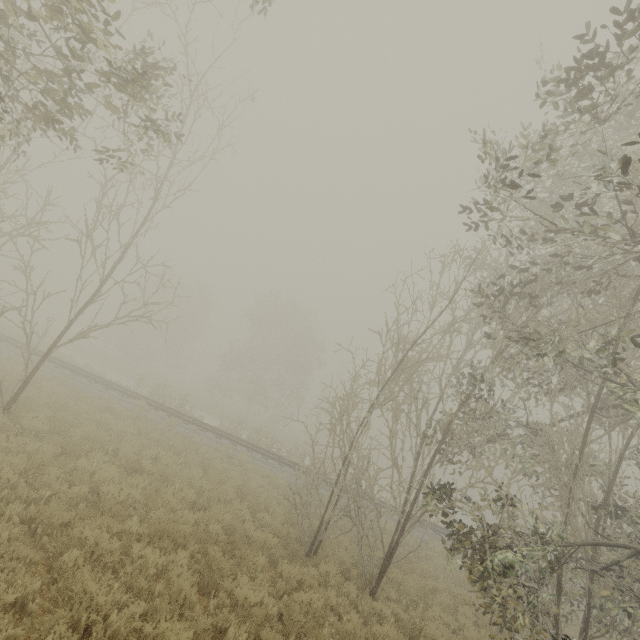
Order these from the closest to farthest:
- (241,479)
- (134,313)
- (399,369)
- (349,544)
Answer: (399,369) < (349,544) < (241,479) < (134,313)
